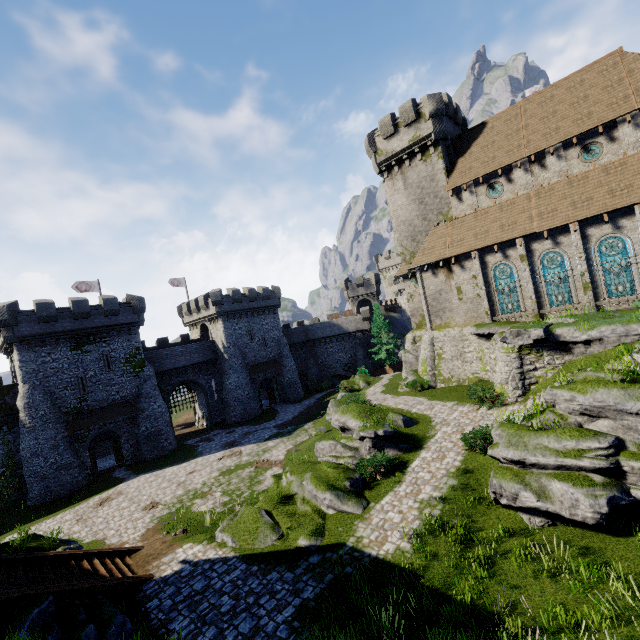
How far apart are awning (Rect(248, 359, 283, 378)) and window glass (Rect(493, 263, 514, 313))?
30.3 meters

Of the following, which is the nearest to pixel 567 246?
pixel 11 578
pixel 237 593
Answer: pixel 237 593

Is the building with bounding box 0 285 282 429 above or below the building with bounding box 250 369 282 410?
above

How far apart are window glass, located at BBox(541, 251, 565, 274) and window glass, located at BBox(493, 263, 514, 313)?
1.5m

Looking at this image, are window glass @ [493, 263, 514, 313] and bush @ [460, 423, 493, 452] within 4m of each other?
no

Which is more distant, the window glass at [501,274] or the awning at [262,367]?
the awning at [262,367]

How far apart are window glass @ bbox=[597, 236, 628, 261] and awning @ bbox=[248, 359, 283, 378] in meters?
36.3

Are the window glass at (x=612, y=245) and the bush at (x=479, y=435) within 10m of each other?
no
